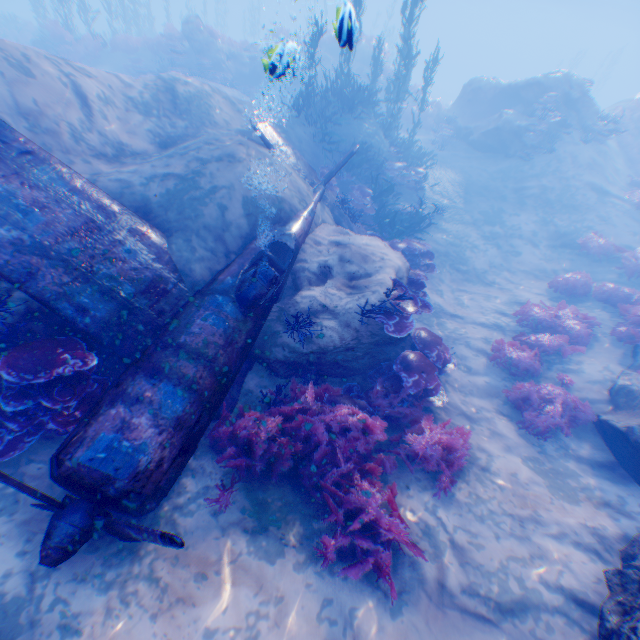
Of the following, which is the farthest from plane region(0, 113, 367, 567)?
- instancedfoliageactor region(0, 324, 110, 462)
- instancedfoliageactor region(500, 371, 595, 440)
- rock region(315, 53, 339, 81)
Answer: rock region(315, 53, 339, 81)

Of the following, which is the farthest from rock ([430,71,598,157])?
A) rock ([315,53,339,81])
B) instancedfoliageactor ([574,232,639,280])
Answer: rock ([315,53,339,81])

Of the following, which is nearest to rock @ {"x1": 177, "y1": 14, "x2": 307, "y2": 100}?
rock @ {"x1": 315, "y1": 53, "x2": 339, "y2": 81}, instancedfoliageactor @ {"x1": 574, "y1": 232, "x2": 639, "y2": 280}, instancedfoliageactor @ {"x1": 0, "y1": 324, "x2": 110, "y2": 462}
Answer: instancedfoliageactor @ {"x1": 0, "y1": 324, "x2": 110, "y2": 462}

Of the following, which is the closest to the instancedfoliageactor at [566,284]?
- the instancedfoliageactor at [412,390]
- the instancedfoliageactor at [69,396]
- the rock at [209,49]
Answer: the rock at [209,49]

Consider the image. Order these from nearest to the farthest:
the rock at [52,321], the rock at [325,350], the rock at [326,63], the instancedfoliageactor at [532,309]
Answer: the rock at [52,321], the rock at [325,350], the instancedfoliageactor at [532,309], the rock at [326,63]

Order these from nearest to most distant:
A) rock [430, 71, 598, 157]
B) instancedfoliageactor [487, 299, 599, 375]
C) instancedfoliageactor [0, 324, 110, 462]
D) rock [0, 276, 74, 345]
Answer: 1. instancedfoliageactor [0, 324, 110, 462]
2. rock [0, 276, 74, 345]
3. instancedfoliageactor [487, 299, 599, 375]
4. rock [430, 71, 598, 157]

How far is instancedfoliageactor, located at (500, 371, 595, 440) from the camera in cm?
702

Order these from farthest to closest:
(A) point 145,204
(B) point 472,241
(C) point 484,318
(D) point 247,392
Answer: (B) point 472,241, (C) point 484,318, (A) point 145,204, (D) point 247,392
